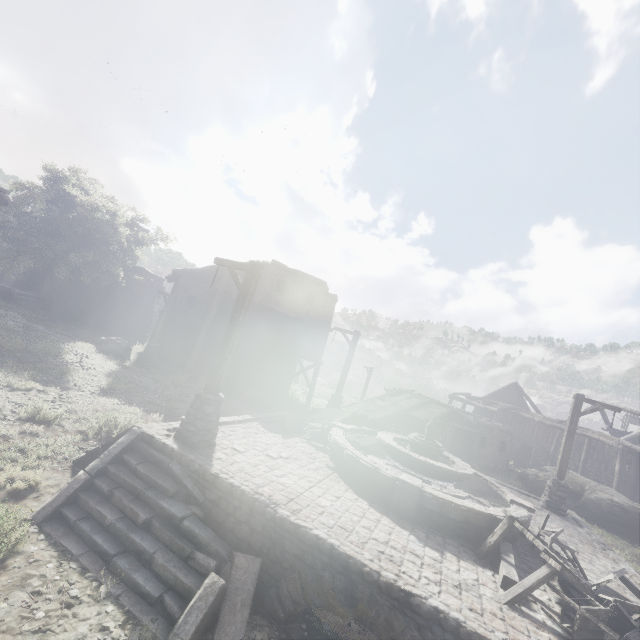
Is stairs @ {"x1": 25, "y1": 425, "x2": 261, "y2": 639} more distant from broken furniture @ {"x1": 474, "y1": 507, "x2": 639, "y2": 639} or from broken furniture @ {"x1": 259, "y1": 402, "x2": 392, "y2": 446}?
broken furniture @ {"x1": 474, "y1": 507, "x2": 639, "y2": 639}

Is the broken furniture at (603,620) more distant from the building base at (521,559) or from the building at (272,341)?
the building at (272,341)

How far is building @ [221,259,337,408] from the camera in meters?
22.3 m

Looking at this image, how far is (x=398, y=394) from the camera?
32.75m

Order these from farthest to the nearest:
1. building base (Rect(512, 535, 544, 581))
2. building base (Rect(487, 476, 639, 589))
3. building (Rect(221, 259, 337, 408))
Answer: building (Rect(221, 259, 337, 408))
building base (Rect(487, 476, 639, 589))
building base (Rect(512, 535, 544, 581))

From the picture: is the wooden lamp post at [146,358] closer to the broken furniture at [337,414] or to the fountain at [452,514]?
the broken furniture at [337,414]

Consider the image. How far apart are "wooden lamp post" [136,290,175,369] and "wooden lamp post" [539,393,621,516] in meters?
21.4

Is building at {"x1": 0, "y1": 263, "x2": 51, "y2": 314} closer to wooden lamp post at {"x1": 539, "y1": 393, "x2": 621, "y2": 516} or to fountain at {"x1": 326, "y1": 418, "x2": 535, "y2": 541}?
wooden lamp post at {"x1": 539, "y1": 393, "x2": 621, "y2": 516}
